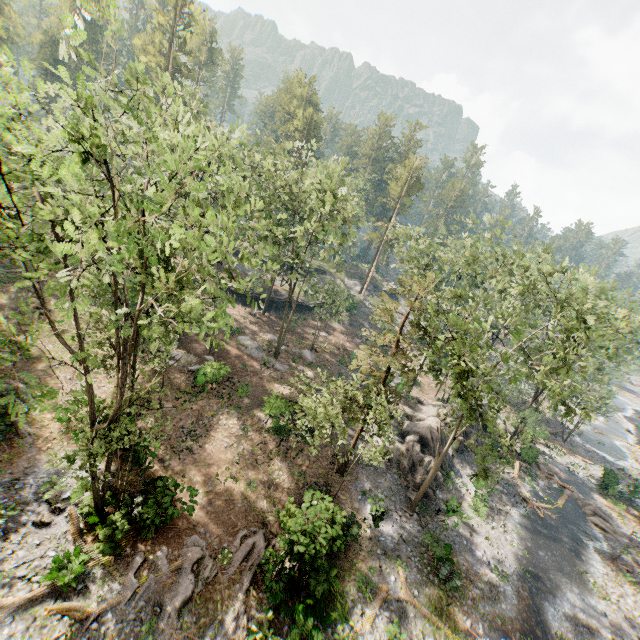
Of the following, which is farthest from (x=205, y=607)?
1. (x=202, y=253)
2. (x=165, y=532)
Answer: (x=202, y=253)

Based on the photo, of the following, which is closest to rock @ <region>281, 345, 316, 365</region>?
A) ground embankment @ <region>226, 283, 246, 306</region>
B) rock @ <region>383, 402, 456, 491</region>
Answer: ground embankment @ <region>226, 283, 246, 306</region>

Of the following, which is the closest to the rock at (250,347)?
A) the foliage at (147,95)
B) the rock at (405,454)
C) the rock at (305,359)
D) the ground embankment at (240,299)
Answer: the rock at (305,359)

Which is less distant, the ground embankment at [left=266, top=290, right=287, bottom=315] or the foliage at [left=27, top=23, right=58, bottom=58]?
the ground embankment at [left=266, top=290, right=287, bottom=315]

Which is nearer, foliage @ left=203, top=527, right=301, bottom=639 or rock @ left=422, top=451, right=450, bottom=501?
foliage @ left=203, top=527, right=301, bottom=639

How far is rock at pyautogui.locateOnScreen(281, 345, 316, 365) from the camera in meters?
34.9

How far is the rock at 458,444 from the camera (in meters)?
30.30

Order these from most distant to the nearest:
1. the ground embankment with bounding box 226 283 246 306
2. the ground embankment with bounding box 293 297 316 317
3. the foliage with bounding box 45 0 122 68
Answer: the ground embankment with bounding box 293 297 316 317, the ground embankment with bounding box 226 283 246 306, the foliage with bounding box 45 0 122 68
